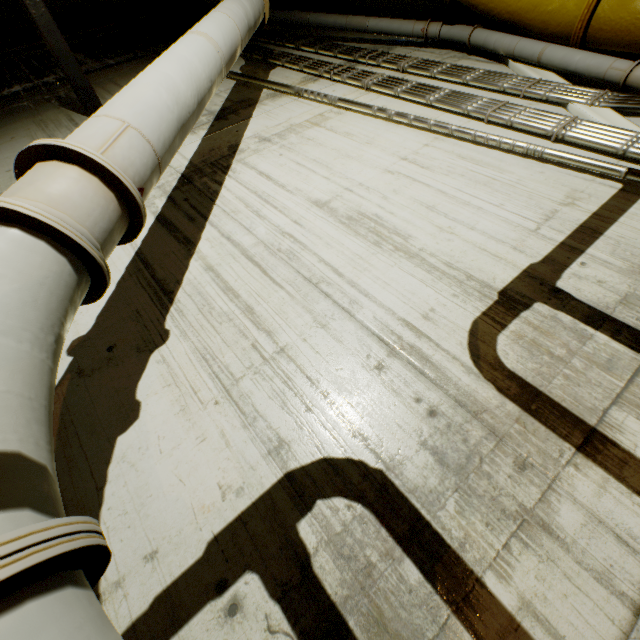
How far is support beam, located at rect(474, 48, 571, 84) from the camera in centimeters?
455cm

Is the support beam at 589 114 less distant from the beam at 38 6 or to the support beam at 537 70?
the support beam at 537 70

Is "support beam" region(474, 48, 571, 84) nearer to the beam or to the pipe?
the pipe

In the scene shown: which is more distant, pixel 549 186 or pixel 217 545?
pixel 549 186

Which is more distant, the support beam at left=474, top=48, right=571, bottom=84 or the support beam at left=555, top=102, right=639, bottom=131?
the support beam at left=474, top=48, right=571, bottom=84

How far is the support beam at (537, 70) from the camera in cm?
455

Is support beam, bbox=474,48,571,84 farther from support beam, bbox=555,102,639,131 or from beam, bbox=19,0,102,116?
beam, bbox=19,0,102,116
